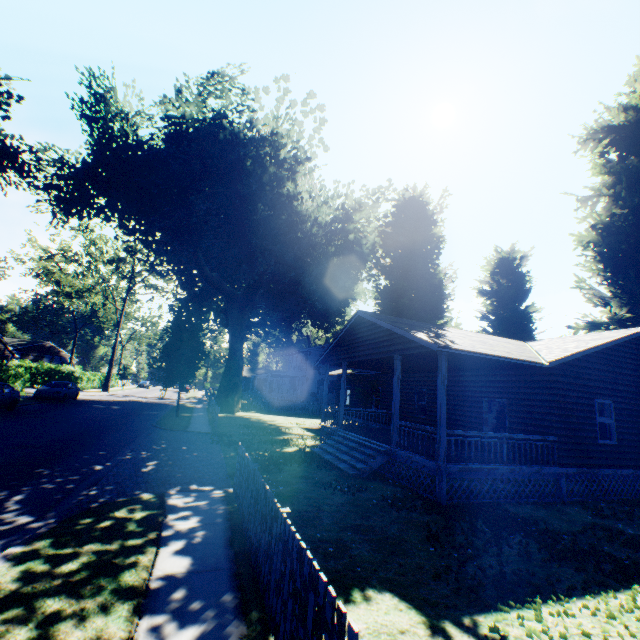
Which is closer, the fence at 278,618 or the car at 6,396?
the fence at 278,618

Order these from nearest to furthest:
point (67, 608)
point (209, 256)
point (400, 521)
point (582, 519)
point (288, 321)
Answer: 1. point (67, 608)
2. point (400, 521)
3. point (582, 519)
4. point (288, 321)
5. point (209, 256)

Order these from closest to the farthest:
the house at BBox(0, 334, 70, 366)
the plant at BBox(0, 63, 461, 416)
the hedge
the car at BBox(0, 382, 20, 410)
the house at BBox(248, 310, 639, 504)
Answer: the house at BBox(248, 310, 639, 504) < the car at BBox(0, 382, 20, 410) < the plant at BBox(0, 63, 461, 416) < the hedge < the house at BBox(0, 334, 70, 366)

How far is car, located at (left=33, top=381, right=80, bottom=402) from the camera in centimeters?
2530cm

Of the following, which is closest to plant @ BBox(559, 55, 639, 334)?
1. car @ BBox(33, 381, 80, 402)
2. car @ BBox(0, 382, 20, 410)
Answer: car @ BBox(0, 382, 20, 410)

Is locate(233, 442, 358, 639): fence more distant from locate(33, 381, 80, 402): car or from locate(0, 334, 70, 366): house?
locate(0, 334, 70, 366): house

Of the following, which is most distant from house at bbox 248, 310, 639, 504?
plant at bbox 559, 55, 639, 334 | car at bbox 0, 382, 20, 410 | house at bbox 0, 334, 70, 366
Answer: house at bbox 0, 334, 70, 366

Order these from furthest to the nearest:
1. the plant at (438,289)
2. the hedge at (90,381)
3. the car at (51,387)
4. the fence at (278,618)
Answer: the hedge at (90,381)
the car at (51,387)
the plant at (438,289)
the fence at (278,618)
